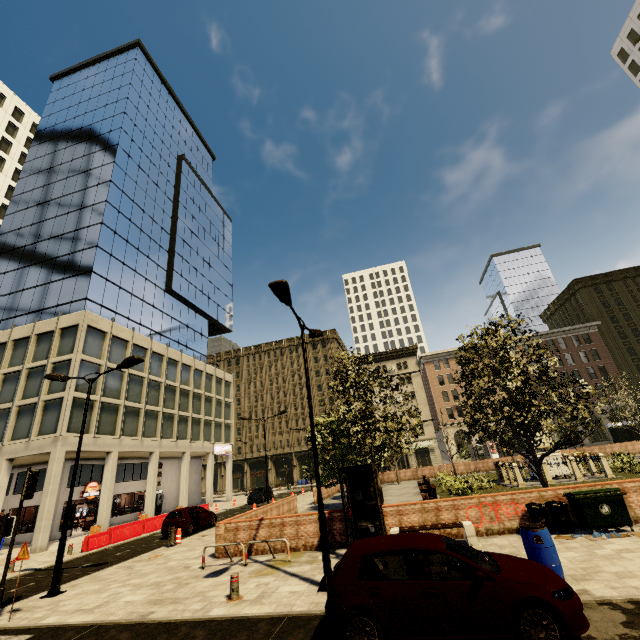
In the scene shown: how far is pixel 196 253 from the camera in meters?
48.8 m

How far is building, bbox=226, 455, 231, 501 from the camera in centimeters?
4222cm

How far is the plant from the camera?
17.88m

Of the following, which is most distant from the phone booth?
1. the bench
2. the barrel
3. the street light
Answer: the barrel

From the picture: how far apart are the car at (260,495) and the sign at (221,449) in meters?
7.3

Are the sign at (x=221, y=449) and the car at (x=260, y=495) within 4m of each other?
no

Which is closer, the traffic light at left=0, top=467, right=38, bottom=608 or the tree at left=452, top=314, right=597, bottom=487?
the traffic light at left=0, top=467, right=38, bottom=608

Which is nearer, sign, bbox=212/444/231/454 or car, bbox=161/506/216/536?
car, bbox=161/506/216/536
